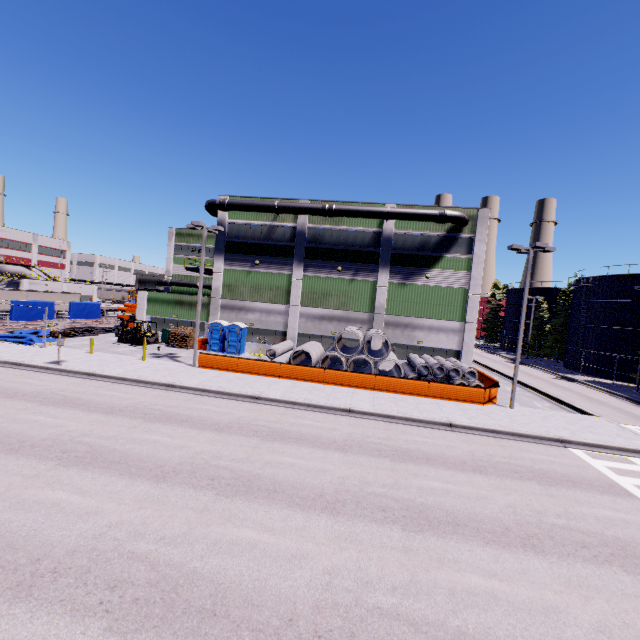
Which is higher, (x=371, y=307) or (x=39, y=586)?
(x=371, y=307)

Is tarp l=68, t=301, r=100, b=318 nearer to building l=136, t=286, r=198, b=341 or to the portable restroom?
building l=136, t=286, r=198, b=341

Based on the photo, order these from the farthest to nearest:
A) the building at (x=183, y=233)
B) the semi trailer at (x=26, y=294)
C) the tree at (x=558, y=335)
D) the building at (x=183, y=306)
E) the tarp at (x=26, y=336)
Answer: the tree at (x=558, y=335), the building at (x=183, y=233), the semi trailer at (x=26, y=294), the building at (x=183, y=306), the tarp at (x=26, y=336)

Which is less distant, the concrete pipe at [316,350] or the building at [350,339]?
the concrete pipe at [316,350]

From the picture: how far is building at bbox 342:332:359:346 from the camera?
30.0 meters

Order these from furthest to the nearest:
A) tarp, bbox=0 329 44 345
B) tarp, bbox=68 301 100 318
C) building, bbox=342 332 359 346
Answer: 1. tarp, bbox=68 301 100 318
2. building, bbox=342 332 359 346
3. tarp, bbox=0 329 44 345

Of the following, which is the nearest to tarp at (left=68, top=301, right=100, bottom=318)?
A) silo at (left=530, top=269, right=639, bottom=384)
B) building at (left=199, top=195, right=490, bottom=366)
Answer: building at (left=199, top=195, right=490, bottom=366)
